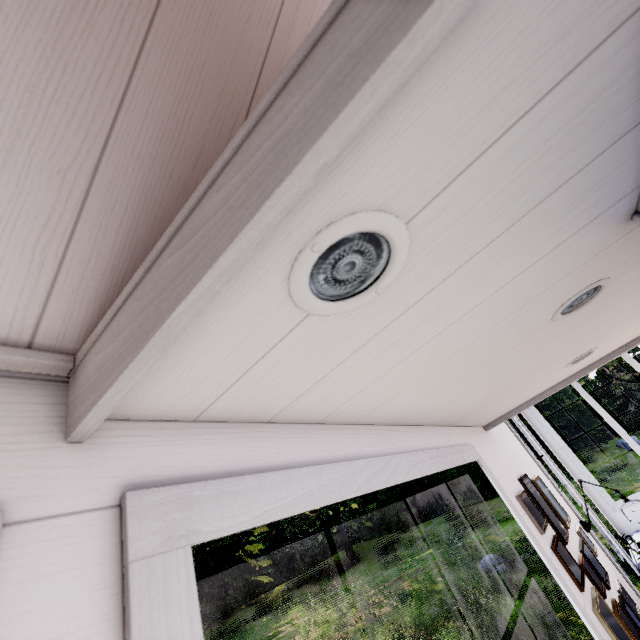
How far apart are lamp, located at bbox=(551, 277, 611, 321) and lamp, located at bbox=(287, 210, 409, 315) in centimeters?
85cm

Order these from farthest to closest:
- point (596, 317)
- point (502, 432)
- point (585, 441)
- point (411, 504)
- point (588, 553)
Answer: point (411, 504) < point (585, 441) < point (502, 432) < point (588, 553) < point (596, 317)

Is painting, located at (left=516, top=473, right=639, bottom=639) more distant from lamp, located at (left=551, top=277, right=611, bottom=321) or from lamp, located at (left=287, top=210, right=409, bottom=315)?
lamp, located at (left=287, top=210, right=409, bottom=315)

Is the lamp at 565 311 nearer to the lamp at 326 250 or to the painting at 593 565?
the lamp at 326 250

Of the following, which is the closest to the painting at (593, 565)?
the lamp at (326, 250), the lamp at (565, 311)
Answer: Result: the lamp at (565, 311)

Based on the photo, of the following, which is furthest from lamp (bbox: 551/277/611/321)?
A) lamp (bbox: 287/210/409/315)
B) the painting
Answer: the painting
